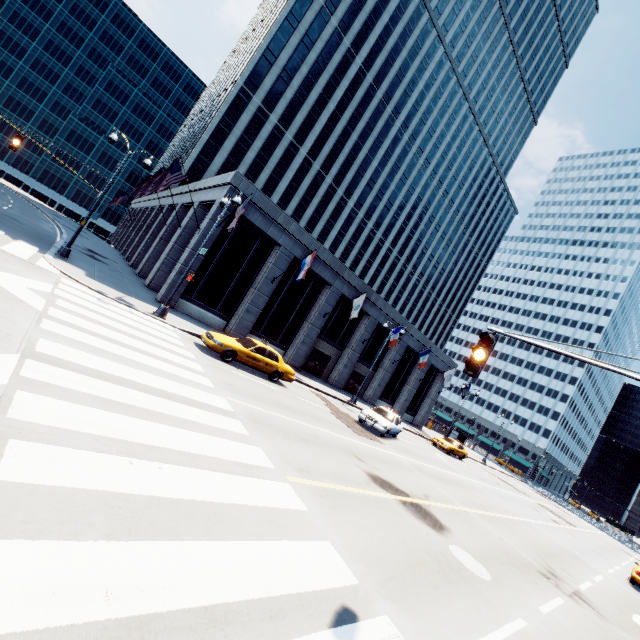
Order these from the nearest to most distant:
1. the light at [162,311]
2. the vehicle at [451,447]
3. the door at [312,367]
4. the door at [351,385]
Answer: the light at [162,311] → the door at [312,367] → the vehicle at [451,447] → the door at [351,385]

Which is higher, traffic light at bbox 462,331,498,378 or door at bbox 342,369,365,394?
traffic light at bbox 462,331,498,378

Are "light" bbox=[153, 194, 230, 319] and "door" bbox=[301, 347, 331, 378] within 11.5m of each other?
no

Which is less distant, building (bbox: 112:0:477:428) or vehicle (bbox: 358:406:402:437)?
vehicle (bbox: 358:406:402:437)

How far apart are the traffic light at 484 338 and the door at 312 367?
23.6 meters

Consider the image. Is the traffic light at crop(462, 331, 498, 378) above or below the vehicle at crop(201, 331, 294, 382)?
above

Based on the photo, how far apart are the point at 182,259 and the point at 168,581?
20.1 meters

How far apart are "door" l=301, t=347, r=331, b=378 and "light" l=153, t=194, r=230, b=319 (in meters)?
14.72
